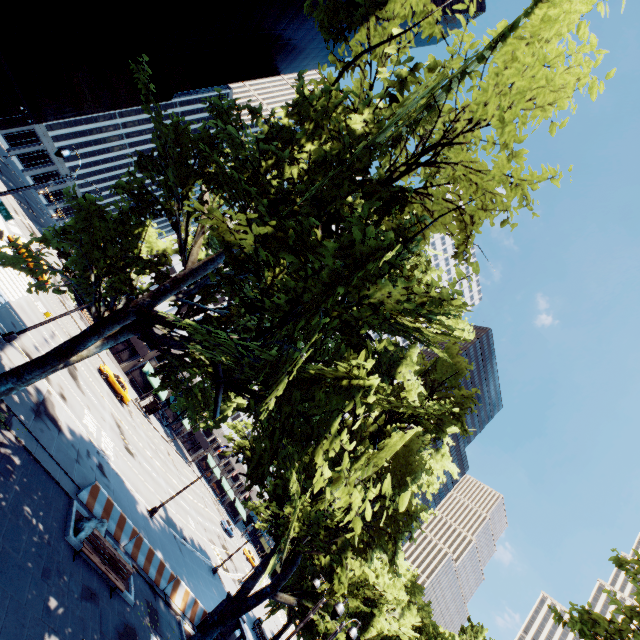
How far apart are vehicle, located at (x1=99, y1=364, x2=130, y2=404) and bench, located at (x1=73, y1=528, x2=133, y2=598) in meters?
26.3

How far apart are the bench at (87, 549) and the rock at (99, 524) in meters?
0.6 m

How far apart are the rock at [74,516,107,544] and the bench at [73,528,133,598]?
0.64m

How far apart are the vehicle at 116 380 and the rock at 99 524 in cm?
2438

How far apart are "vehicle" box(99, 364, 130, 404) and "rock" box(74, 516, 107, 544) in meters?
24.4

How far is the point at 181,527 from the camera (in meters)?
30.92

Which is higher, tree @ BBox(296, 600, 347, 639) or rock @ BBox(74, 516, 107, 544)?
tree @ BBox(296, 600, 347, 639)

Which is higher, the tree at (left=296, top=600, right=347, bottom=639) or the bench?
the tree at (left=296, top=600, right=347, bottom=639)
